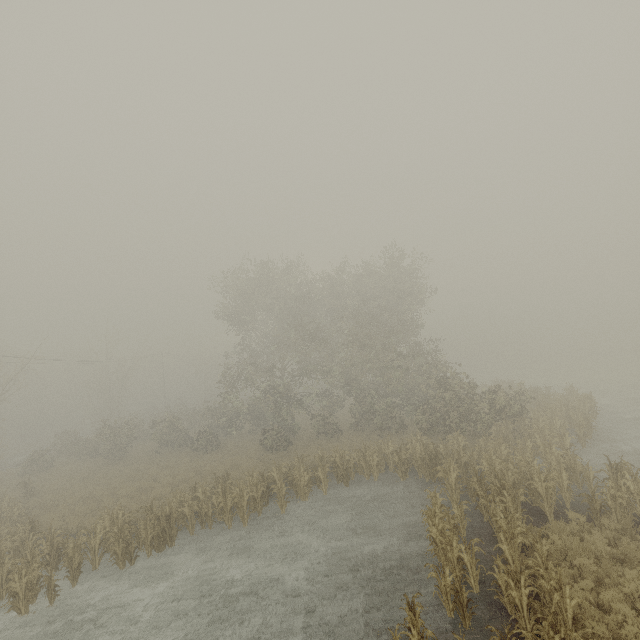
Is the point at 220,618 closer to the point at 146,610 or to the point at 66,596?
the point at 146,610
